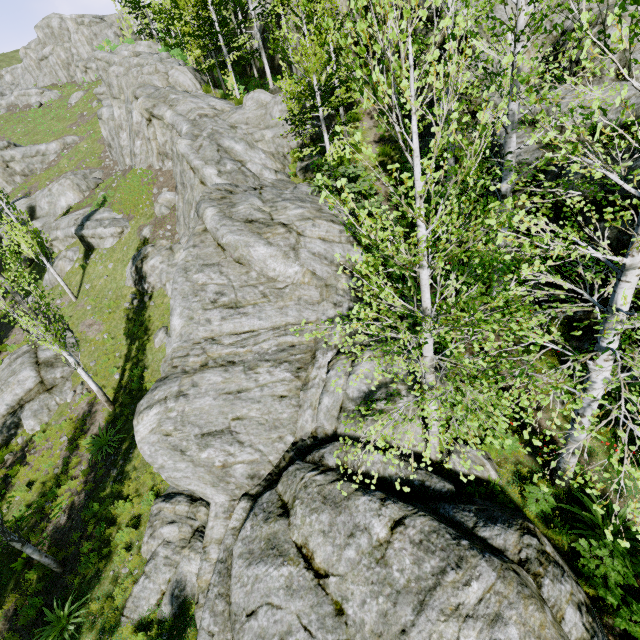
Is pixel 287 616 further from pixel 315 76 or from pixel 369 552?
pixel 315 76

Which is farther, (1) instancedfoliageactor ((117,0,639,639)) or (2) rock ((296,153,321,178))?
(2) rock ((296,153,321,178))

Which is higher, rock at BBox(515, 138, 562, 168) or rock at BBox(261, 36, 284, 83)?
rock at BBox(261, 36, 284, 83)

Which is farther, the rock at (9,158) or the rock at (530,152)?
the rock at (9,158)

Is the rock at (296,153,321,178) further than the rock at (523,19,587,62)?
Yes

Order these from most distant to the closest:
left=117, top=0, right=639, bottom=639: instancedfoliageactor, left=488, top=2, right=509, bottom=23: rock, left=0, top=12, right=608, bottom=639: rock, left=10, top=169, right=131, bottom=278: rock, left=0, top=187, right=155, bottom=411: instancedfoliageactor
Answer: left=10, top=169, right=131, bottom=278: rock < left=0, top=187, right=155, bottom=411: instancedfoliageactor < left=488, top=2, right=509, bottom=23: rock < left=0, top=12, right=608, bottom=639: rock < left=117, top=0, right=639, bottom=639: instancedfoliageactor
